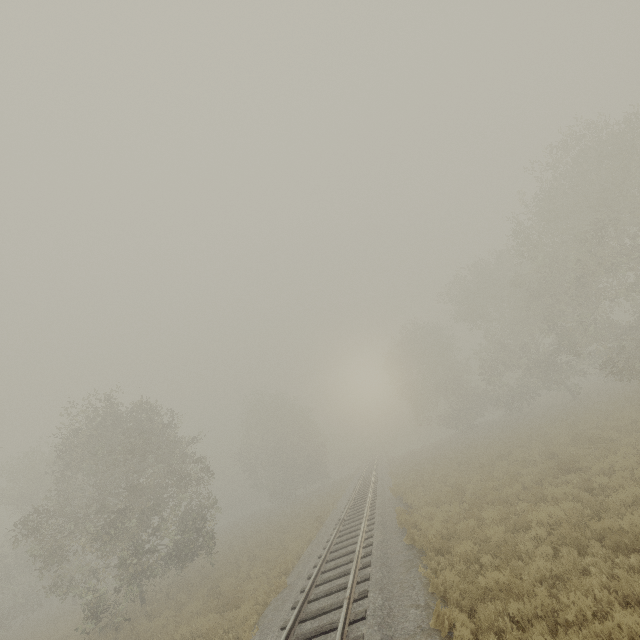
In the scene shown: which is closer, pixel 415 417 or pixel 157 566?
pixel 157 566
